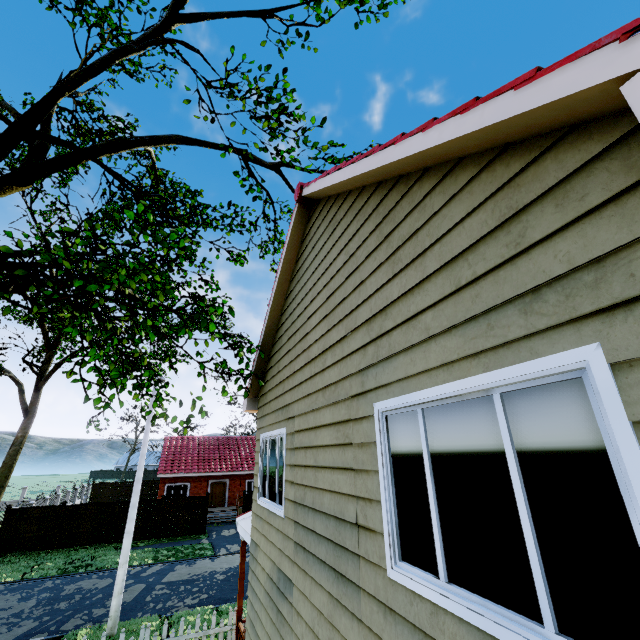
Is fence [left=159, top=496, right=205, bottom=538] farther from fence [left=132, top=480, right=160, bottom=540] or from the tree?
the tree

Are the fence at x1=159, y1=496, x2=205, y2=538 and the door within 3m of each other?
no

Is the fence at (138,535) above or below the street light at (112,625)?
above

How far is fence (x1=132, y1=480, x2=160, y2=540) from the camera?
21.4 meters

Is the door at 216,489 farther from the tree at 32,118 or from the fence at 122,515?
the tree at 32,118

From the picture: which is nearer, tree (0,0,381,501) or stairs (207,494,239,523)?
tree (0,0,381,501)

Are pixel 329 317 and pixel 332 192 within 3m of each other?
yes

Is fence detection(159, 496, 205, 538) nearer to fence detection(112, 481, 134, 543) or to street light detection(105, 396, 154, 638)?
fence detection(112, 481, 134, 543)
